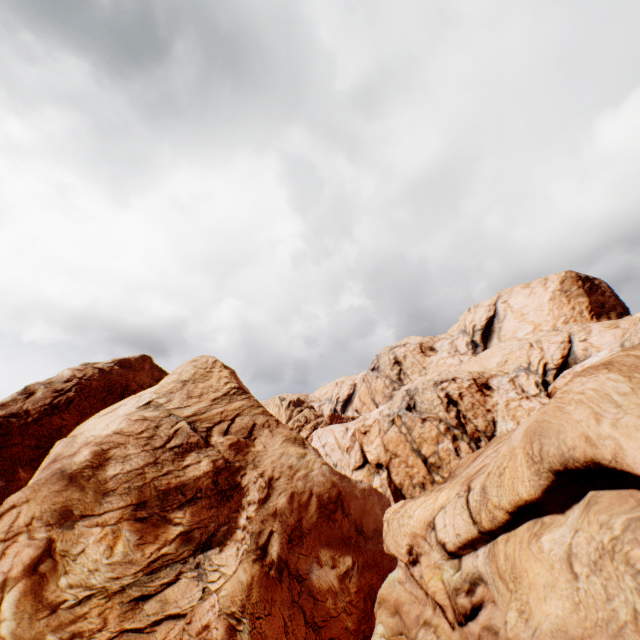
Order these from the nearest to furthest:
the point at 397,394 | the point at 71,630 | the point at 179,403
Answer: the point at 71,630 → the point at 179,403 → the point at 397,394
